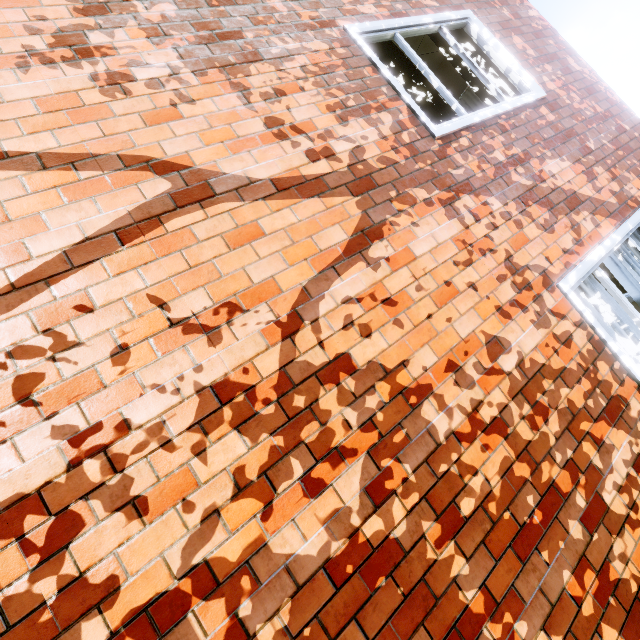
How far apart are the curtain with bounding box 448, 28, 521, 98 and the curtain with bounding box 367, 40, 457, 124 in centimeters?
58cm

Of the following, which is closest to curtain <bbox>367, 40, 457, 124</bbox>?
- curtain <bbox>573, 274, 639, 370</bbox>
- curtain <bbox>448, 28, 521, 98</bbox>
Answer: curtain <bbox>448, 28, 521, 98</bbox>

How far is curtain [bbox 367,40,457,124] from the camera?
3.20m

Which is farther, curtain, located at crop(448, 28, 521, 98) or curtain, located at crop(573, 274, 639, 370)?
curtain, located at crop(448, 28, 521, 98)

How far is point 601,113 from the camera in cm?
390

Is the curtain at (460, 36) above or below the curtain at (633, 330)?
above

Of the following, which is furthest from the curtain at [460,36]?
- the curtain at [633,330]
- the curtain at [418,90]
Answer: the curtain at [633,330]
